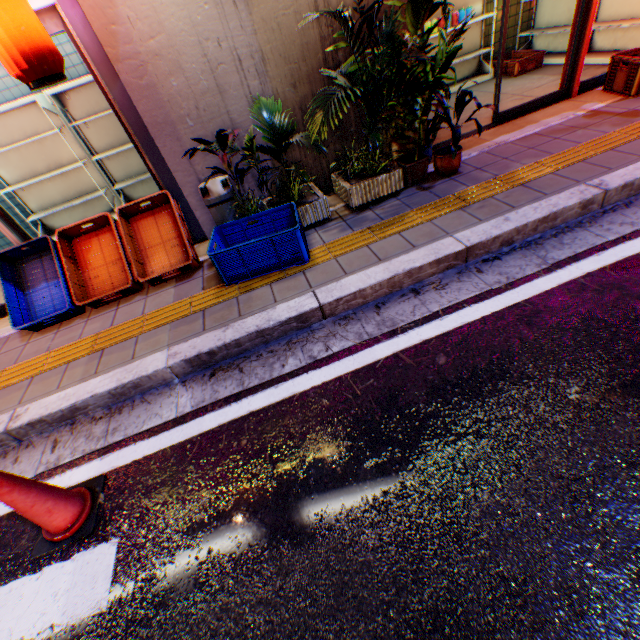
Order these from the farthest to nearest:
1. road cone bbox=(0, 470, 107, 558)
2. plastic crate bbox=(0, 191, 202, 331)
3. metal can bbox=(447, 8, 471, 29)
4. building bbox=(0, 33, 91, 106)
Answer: metal can bbox=(447, 8, 471, 29), building bbox=(0, 33, 91, 106), plastic crate bbox=(0, 191, 202, 331), road cone bbox=(0, 470, 107, 558)

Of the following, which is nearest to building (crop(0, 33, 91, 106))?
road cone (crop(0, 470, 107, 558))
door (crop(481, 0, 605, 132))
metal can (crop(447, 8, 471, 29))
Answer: door (crop(481, 0, 605, 132))

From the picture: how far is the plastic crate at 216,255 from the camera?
3.1m

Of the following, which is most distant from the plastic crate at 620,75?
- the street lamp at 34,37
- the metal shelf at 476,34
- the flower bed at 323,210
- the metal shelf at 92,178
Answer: the metal shelf at 92,178

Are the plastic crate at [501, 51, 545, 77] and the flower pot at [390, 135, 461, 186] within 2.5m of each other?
no

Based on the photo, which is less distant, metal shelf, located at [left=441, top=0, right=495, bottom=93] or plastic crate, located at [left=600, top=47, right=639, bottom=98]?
plastic crate, located at [left=600, top=47, right=639, bottom=98]

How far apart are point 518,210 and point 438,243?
0.8m

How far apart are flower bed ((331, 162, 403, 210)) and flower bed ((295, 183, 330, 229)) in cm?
25
